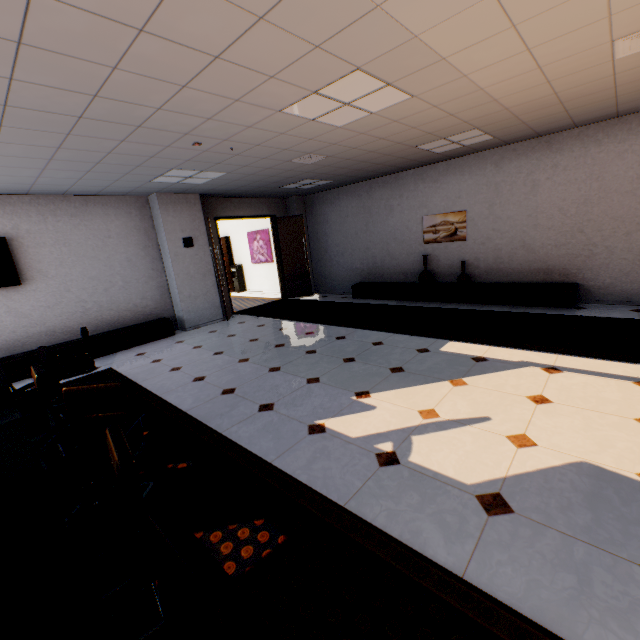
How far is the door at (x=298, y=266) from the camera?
7.8 meters

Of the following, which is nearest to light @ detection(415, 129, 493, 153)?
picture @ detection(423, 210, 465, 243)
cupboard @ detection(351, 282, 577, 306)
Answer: picture @ detection(423, 210, 465, 243)

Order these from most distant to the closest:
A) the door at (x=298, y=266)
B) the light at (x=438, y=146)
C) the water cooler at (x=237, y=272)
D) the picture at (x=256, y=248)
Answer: the water cooler at (x=237, y=272), the picture at (x=256, y=248), the door at (x=298, y=266), the light at (x=438, y=146)

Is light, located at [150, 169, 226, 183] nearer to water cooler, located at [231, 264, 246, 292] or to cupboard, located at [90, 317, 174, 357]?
cupboard, located at [90, 317, 174, 357]

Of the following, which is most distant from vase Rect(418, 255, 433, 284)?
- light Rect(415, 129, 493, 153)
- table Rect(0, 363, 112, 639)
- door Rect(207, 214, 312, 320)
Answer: table Rect(0, 363, 112, 639)

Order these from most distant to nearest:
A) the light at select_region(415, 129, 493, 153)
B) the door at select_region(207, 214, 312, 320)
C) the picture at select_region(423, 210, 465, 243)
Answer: the door at select_region(207, 214, 312, 320), the picture at select_region(423, 210, 465, 243), the light at select_region(415, 129, 493, 153)

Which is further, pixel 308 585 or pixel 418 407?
pixel 418 407

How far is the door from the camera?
7.8m
